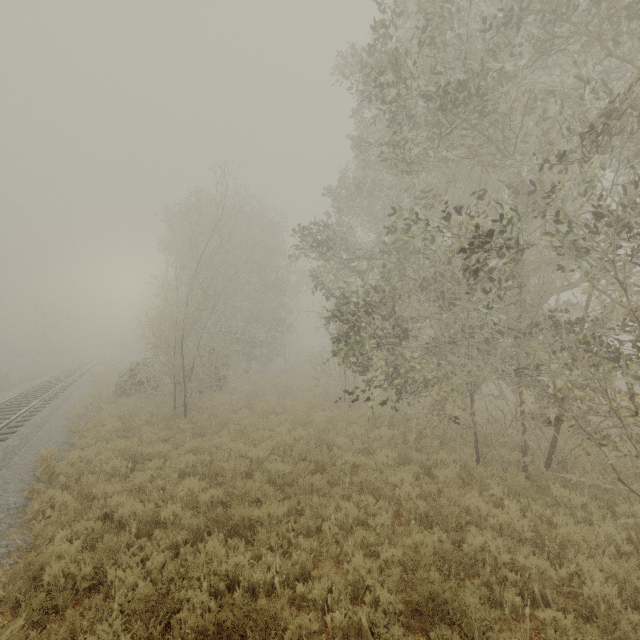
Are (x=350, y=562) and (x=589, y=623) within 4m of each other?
yes
